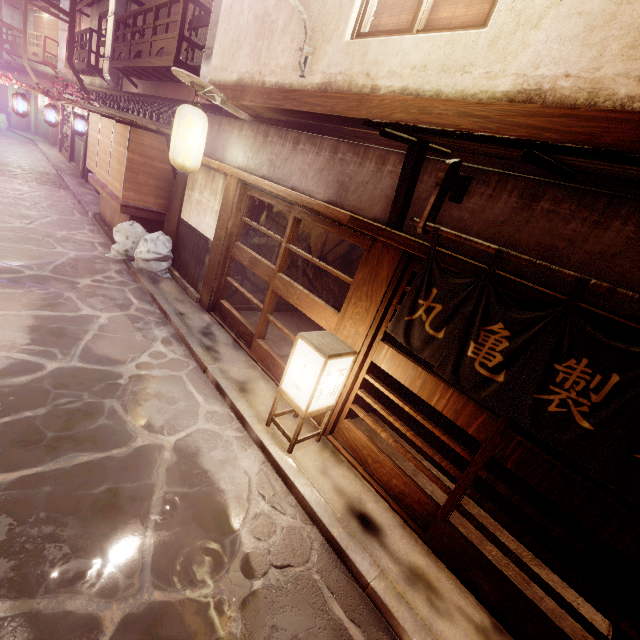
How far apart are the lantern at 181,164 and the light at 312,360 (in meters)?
7.80

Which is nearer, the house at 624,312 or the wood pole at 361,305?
the house at 624,312

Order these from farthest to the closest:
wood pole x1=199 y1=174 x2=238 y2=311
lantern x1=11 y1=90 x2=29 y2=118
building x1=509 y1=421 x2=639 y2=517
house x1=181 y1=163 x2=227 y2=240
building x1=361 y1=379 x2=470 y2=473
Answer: lantern x1=11 y1=90 x2=29 y2=118 → house x1=181 y1=163 x2=227 y2=240 → wood pole x1=199 y1=174 x2=238 y2=311 → building x1=509 y1=421 x2=639 y2=517 → building x1=361 y1=379 x2=470 y2=473

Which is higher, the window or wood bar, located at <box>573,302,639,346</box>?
the window

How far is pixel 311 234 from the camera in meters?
14.8 m

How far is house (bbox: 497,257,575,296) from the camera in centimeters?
523cm

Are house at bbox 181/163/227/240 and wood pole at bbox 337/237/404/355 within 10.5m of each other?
yes

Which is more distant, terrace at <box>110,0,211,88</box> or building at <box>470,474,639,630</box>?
terrace at <box>110,0,211,88</box>
